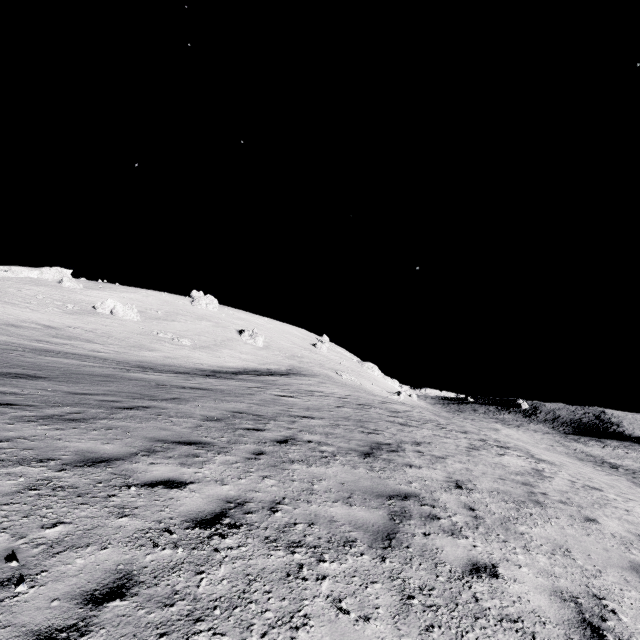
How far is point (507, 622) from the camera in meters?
3.0

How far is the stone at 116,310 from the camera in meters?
54.0

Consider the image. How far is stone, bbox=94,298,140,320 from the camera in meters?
54.0
